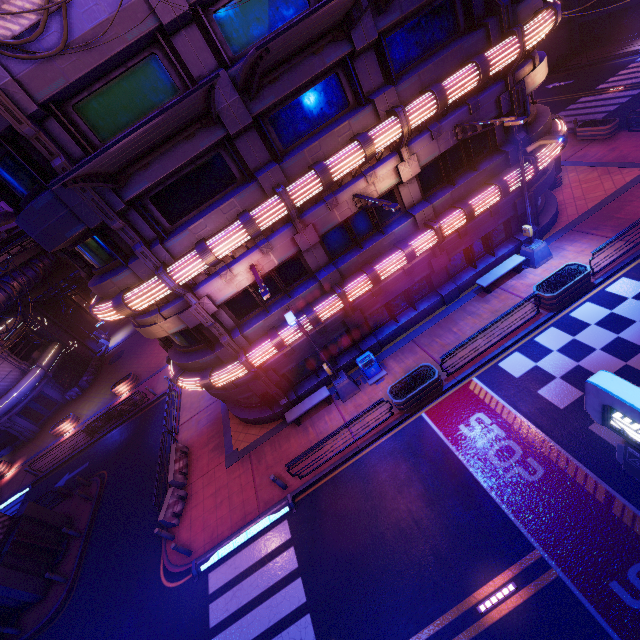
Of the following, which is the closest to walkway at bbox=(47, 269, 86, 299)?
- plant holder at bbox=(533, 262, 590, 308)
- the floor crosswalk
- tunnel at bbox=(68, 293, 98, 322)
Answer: tunnel at bbox=(68, 293, 98, 322)

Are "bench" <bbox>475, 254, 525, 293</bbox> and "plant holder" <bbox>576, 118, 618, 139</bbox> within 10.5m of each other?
no

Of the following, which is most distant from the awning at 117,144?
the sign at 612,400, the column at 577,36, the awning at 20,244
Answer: the column at 577,36

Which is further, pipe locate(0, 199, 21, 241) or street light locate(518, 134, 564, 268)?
pipe locate(0, 199, 21, 241)

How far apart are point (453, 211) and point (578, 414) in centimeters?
904cm

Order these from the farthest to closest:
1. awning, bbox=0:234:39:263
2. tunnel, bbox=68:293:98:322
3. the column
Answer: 1. tunnel, bbox=68:293:98:322
2. the column
3. awning, bbox=0:234:39:263

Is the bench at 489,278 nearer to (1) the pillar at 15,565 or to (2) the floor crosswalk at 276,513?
(2) the floor crosswalk at 276,513

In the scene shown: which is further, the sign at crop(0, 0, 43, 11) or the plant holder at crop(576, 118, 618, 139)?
the plant holder at crop(576, 118, 618, 139)
